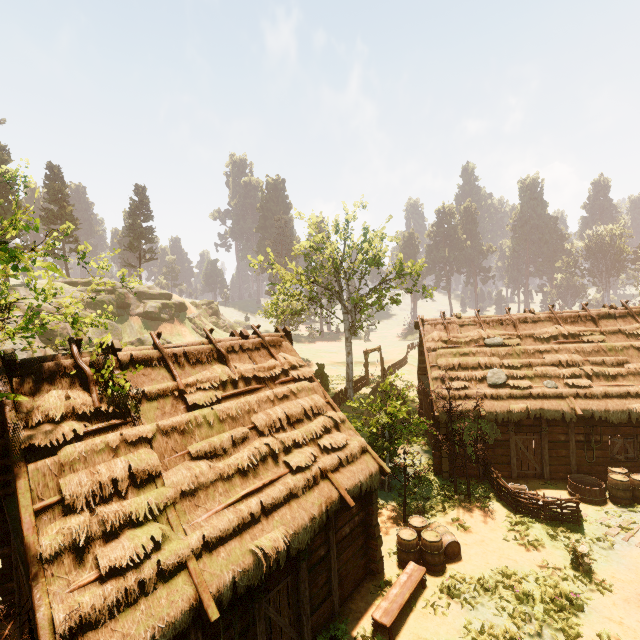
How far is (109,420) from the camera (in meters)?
7.34

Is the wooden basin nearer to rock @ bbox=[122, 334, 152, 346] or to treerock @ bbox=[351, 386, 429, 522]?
treerock @ bbox=[351, 386, 429, 522]

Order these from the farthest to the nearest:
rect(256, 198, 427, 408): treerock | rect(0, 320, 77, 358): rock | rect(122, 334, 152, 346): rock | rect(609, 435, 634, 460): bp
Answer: rect(122, 334, 152, 346): rock, rect(0, 320, 77, 358): rock, rect(256, 198, 427, 408): treerock, rect(609, 435, 634, 460): bp

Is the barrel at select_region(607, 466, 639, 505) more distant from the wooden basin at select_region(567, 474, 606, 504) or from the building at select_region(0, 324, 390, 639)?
the building at select_region(0, 324, 390, 639)

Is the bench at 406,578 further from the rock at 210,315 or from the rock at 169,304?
the rock at 210,315

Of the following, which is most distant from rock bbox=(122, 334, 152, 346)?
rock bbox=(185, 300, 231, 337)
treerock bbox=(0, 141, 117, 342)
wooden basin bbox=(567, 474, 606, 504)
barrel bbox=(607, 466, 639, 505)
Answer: barrel bbox=(607, 466, 639, 505)

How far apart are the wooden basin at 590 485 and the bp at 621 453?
1.78m

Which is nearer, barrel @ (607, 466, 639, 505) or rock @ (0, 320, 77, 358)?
barrel @ (607, 466, 639, 505)
